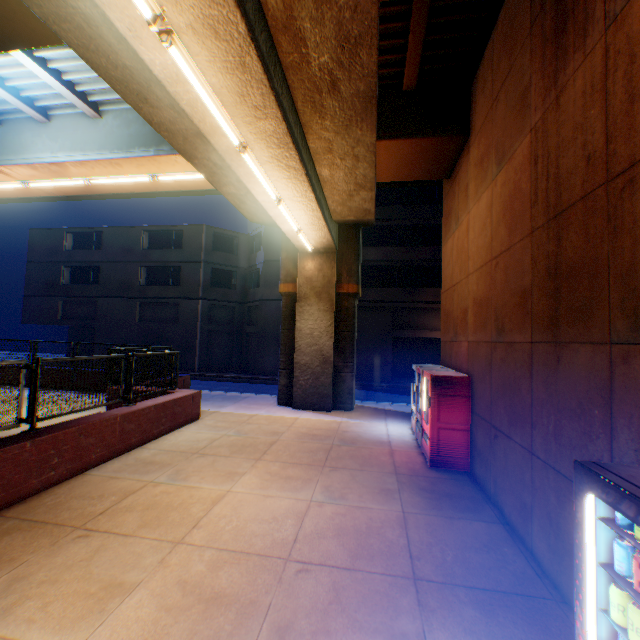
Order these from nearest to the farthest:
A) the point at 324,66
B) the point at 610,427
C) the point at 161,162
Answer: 1. the point at 610,427
2. the point at 324,66
3. the point at 161,162

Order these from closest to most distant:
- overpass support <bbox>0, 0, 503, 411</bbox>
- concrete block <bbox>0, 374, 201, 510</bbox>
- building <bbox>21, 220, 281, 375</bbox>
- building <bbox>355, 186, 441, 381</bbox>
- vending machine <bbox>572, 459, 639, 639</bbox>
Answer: vending machine <bbox>572, 459, 639, 639</bbox>, overpass support <bbox>0, 0, 503, 411</bbox>, concrete block <bbox>0, 374, 201, 510</bbox>, building <bbox>355, 186, 441, 381</bbox>, building <bbox>21, 220, 281, 375</bbox>

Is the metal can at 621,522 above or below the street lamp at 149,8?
below

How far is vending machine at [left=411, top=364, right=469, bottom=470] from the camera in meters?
7.0

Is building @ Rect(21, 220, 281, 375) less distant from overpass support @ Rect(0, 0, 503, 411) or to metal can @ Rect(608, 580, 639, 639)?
overpass support @ Rect(0, 0, 503, 411)

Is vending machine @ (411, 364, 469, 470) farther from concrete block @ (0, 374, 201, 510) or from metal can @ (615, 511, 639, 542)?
concrete block @ (0, 374, 201, 510)

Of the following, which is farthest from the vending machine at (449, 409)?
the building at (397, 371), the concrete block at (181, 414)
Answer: the building at (397, 371)

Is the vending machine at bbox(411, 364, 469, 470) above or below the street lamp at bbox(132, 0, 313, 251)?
below
